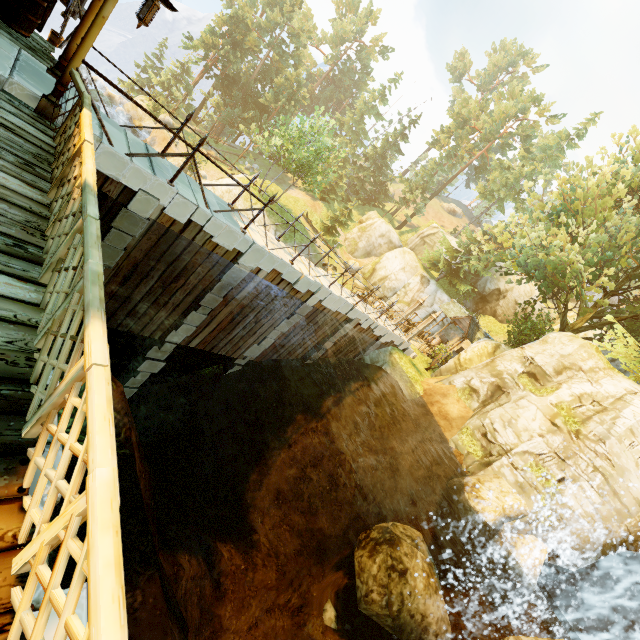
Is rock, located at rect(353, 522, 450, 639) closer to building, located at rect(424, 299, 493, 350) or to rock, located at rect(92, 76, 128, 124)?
building, located at rect(424, 299, 493, 350)

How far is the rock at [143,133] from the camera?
37.2m

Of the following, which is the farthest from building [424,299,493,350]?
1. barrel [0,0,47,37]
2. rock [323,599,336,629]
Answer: barrel [0,0,47,37]

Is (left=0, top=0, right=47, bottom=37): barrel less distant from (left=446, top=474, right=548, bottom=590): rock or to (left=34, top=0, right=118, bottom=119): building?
(left=34, top=0, right=118, bottom=119): building

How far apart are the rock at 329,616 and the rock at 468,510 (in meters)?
5.38

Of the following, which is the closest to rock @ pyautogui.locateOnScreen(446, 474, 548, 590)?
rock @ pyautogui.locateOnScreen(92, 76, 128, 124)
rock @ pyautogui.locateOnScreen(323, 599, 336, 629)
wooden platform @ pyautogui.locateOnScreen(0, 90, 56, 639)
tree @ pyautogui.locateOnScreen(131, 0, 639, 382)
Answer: rock @ pyautogui.locateOnScreen(323, 599, 336, 629)

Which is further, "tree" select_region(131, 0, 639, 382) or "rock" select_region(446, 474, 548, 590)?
"tree" select_region(131, 0, 639, 382)

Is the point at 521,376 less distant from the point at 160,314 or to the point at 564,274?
the point at 564,274
